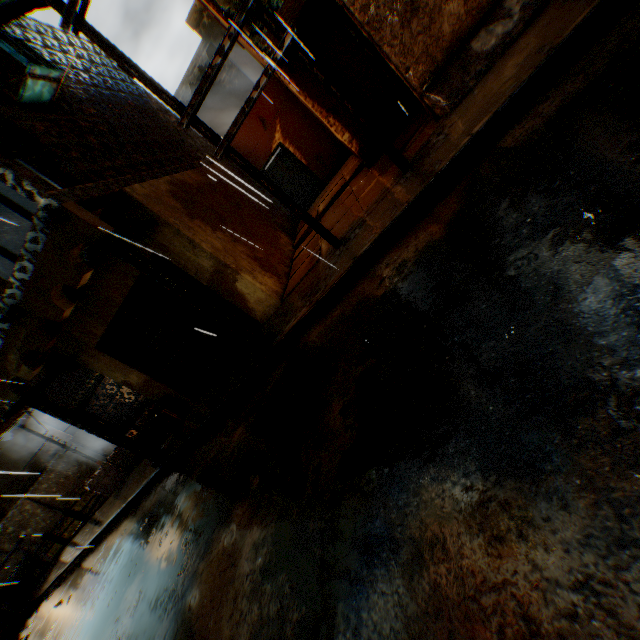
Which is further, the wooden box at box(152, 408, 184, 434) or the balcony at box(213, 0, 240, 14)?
the wooden box at box(152, 408, 184, 434)

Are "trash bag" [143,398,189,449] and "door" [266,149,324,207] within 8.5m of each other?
no

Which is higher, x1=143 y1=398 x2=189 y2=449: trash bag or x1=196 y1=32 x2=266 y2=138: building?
Result: x1=196 y1=32 x2=266 y2=138: building

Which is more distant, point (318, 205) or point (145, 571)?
point (318, 205)

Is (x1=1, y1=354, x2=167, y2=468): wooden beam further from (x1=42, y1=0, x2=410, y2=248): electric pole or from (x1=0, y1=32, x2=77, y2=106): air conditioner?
(x1=42, y1=0, x2=410, y2=248): electric pole

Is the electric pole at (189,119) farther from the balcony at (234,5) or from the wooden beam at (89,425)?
the wooden beam at (89,425)

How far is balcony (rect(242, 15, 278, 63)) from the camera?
4.2m

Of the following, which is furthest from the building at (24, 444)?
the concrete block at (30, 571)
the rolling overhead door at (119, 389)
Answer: A: the concrete block at (30, 571)
